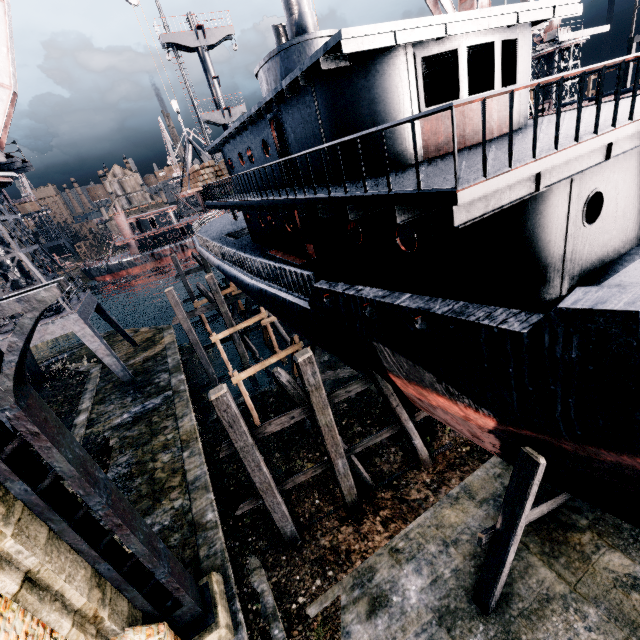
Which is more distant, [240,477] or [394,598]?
[240,477]

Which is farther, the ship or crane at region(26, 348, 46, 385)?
crane at region(26, 348, 46, 385)

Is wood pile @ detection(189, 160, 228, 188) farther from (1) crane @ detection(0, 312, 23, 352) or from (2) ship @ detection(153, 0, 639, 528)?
(1) crane @ detection(0, 312, 23, 352)

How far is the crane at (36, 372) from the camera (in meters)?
24.67

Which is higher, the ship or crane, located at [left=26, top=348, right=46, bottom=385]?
the ship

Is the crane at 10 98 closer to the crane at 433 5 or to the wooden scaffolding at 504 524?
the crane at 433 5

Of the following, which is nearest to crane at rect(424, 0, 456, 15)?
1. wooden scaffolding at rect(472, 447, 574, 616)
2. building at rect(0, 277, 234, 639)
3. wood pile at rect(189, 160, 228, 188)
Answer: wood pile at rect(189, 160, 228, 188)

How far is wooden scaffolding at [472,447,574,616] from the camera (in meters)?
7.79
